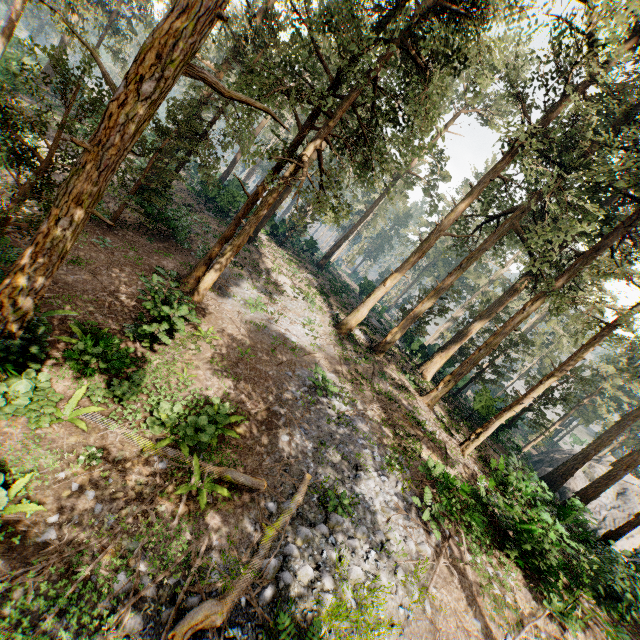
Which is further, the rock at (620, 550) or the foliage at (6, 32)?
the foliage at (6, 32)

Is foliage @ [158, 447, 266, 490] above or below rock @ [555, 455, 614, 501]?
below

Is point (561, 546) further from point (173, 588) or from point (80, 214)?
point (80, 214)

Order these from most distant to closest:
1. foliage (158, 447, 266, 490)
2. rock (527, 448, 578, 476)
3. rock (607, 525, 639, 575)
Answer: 1. rock (527, 448, 578, 476)
2. rock (607, 525, 639, 575)
3. foliage (158, 447, 266, 490)

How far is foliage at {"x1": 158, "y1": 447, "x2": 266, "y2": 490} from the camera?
8.4m

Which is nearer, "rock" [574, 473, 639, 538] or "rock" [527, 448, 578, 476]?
"rock" [574, 473, 639, 538]

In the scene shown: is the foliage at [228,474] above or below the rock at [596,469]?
below
